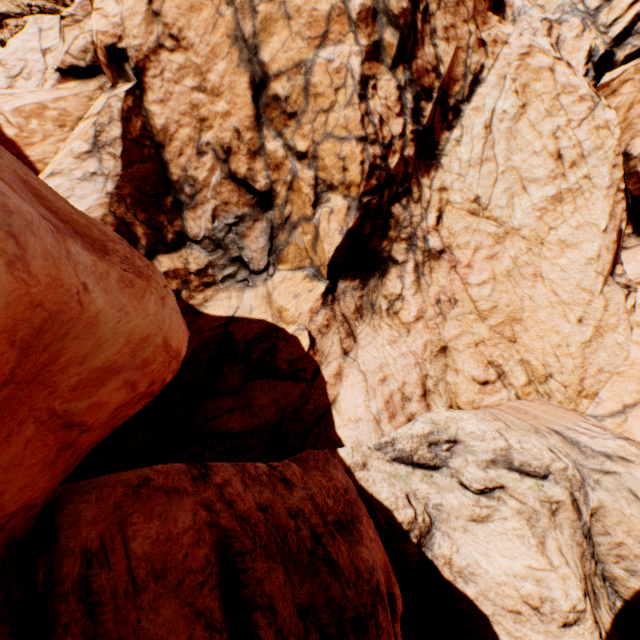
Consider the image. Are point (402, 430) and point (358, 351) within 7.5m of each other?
yes
